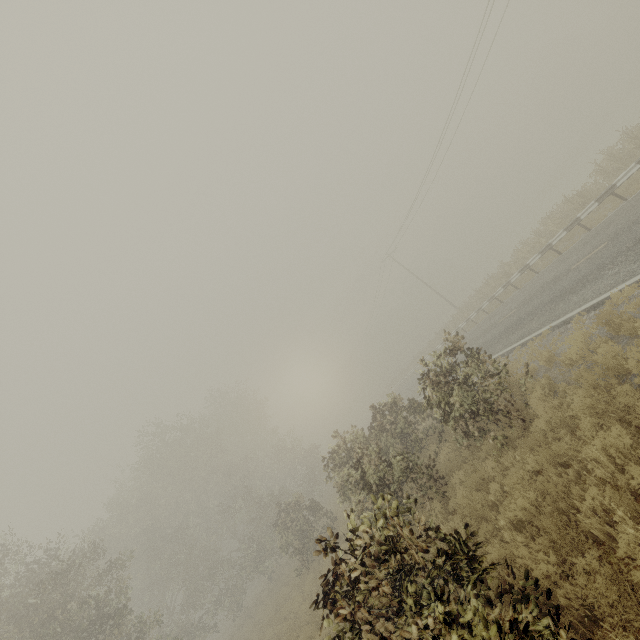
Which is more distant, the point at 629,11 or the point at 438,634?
the point at 629,11
